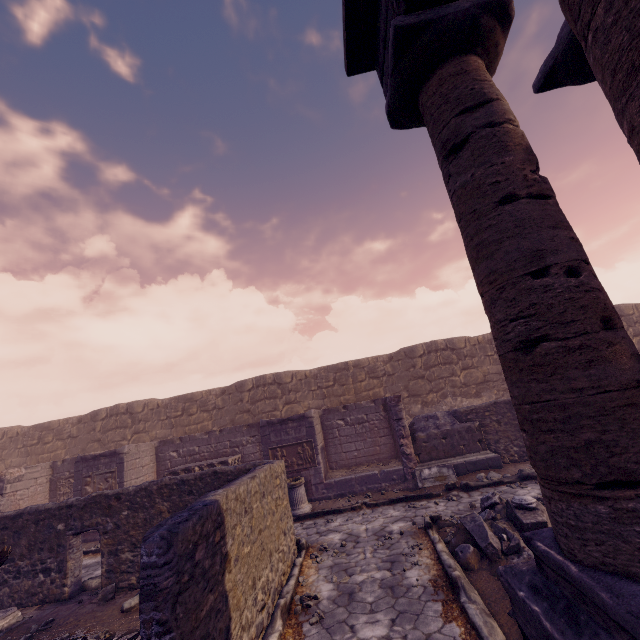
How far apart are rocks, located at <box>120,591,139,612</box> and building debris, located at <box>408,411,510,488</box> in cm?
709

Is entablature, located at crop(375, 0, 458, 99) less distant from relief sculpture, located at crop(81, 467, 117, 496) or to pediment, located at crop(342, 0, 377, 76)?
pediment, located at crop(342, 0, 377, 76)

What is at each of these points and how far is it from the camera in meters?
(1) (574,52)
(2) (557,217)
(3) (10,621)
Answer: (1) column, 4.0 m
(2) column, 3.0 m
(3) pool, 5.9 m

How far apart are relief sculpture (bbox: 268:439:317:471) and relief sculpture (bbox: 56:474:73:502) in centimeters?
769cm

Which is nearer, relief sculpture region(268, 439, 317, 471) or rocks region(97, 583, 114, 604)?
rocks region(97, 583, 114, 604)

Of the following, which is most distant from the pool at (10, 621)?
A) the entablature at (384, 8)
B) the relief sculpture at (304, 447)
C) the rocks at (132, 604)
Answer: the entablature at (384, 8)

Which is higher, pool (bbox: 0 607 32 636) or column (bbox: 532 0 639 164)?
column (bbox: 532 0 639 164)

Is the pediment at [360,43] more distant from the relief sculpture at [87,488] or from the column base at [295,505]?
the relief sculpture at [87,488]
